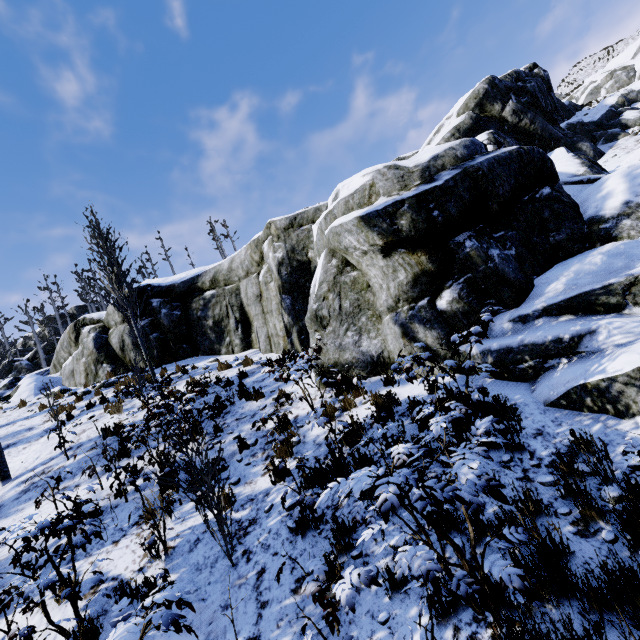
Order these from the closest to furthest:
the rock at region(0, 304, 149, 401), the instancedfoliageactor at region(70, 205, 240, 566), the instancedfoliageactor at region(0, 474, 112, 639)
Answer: the instancedfoliageactor at region(0, 474, 112, 639) → the instancedfoliageactor at region(70, 205, 240, 566) → the rock at region(0, 304, 149, 401)

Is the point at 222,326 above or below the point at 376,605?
above

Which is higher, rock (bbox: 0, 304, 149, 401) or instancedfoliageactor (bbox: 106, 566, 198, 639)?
rock (bbox: 0, 304, 149, 401)

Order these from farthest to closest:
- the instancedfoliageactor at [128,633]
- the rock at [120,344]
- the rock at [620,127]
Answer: the rock at [120,344], the rock at [620,127], the instancedfoliageactor at [128,633]

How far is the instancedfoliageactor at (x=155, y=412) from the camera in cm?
440

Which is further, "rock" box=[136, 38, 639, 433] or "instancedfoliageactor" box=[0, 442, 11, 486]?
"instancedfoliageactor" box=[0, 442, 11, 486]

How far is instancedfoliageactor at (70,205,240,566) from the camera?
4.40m
